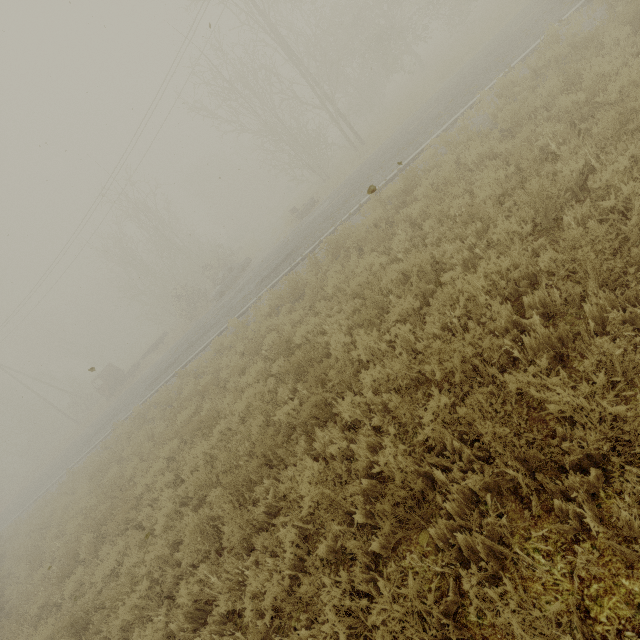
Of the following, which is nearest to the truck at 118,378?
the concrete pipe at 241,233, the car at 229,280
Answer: the car at 229,280

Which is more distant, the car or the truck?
the truck

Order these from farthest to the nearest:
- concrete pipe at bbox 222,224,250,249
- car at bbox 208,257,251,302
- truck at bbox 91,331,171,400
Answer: concrete pipe at bbox 222,224,250,249, truck at bbox 91,331,171,400, car at bbox 208,257,251,302

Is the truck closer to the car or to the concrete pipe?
the car

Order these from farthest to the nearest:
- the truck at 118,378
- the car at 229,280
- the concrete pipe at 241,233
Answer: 1. the concrete pipe at 241,233
2. the truck at 118,378
3. the car at 229,280

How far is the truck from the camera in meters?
29.1

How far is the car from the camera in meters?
23.2 m

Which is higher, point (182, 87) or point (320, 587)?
point (182, 87)
